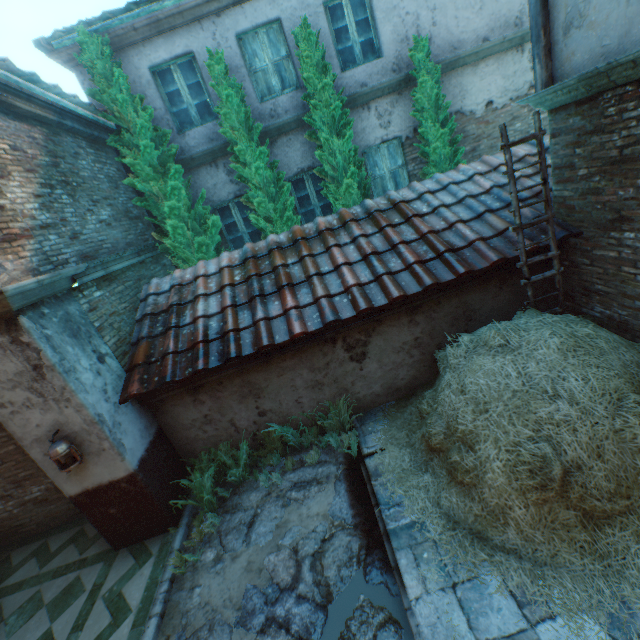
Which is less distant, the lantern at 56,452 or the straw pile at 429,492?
the straw pile at 429,492

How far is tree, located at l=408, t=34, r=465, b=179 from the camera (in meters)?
6.74

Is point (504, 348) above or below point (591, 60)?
below

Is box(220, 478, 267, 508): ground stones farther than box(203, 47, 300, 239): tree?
No

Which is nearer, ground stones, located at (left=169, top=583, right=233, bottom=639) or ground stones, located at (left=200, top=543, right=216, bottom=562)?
ground stones, located at (left=169, top=583, right=233, bottom=639)

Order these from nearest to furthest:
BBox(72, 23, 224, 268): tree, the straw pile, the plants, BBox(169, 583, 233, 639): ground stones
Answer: the straw pile → BBox(169, 583, 233, 639): ground stones → the plants → BBox(72, 23, 224, 268): tree

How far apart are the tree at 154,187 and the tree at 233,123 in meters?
0.7 m

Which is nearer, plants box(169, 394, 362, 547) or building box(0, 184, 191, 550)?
building box(0, 184, 191, 550)
